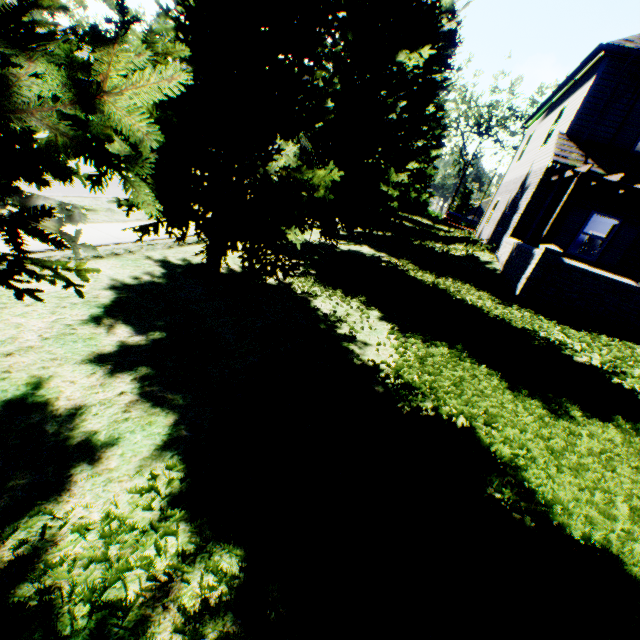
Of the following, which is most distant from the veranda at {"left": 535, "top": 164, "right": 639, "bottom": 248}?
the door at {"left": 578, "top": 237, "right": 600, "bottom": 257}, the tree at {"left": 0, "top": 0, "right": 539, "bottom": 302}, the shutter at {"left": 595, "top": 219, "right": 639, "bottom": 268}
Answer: the door at {"left": 578, "top": 237, "right": 600, "bottom": 257}

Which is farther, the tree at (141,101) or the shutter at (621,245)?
the shutter at (621,245)

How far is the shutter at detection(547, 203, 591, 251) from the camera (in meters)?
11.57

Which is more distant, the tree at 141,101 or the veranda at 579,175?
the veranda at 579,175

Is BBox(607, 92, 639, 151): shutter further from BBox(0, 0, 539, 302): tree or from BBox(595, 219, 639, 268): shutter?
BBox(0, 0, 539, 302): tree

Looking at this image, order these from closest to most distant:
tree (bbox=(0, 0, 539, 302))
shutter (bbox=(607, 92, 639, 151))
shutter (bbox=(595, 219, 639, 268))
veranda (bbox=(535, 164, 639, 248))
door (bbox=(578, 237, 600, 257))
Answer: tree (bbox=(0, 0, 539, 302))
veranda (bbox=(535, 164, 639, 248))
shutter (bbox=(607, 92, 639, 151))
shutter (bbox=(595, 219, 639, 268))
door (bbox=(578, 237, 600, 257))

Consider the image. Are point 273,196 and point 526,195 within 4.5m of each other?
no

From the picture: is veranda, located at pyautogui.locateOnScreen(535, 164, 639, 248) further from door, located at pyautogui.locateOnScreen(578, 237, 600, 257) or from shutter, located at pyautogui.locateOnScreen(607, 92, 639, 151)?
door, located at pyautogui.locateOnScreen(578, 237, 600, 257)
